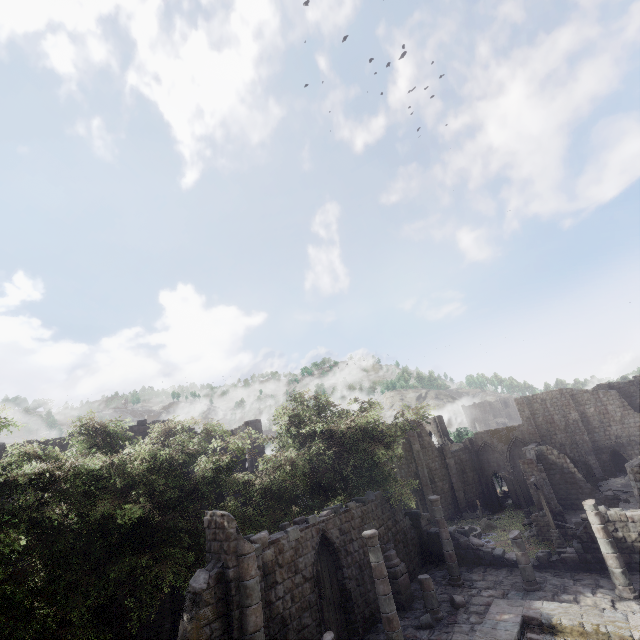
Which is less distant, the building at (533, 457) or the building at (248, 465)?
the building at (533, 457)

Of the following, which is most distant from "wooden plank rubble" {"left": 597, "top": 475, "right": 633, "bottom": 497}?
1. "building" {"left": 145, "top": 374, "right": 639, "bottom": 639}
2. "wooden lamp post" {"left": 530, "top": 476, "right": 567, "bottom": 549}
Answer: "wooden lamp post" {"left": 530, "top": 476, "right": 567, "bottom": 549}

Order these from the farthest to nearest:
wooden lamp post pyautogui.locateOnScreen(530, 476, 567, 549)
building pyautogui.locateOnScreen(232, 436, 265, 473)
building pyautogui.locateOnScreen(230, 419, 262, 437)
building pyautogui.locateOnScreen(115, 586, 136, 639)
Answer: building pyautogui.locateOnScreen(230, 419, 262, 437), building pyautogui.locateOnScreen(232, 436, 265, 473), wooden lamp post pyautogui.locateOnScreen(530, 476, 567, 549), building pyautogui.locateOnScreen(115, 586, 136, 639)

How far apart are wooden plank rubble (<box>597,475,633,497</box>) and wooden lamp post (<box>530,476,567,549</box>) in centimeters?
1295cm

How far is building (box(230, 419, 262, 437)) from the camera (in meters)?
32.53

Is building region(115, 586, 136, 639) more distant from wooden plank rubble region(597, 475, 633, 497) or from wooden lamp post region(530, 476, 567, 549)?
wooden plank rubble region(597, 475, 633, 497)

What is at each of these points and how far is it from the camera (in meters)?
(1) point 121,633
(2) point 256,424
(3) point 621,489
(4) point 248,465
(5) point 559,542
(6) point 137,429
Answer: (1) building, 18.22
(2) building, 32.84
(3) wooden plank rubble, 31.55
(4) building, 31.23
(5) wooden lamp post, 23.30
(6) building, 22.66

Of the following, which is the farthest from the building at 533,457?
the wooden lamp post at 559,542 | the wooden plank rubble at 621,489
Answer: the wooden plank rubble at 621,489
